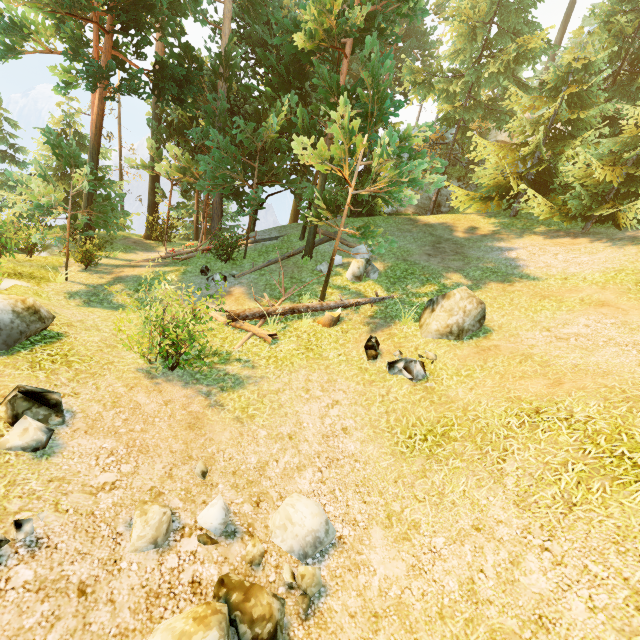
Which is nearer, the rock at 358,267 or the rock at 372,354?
the rock at 372,354

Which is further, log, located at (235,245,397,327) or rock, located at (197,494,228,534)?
log, located at (235,245,397,327)

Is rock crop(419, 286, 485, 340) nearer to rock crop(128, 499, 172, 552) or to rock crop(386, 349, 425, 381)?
rock crop(386, 349, 425, 381)

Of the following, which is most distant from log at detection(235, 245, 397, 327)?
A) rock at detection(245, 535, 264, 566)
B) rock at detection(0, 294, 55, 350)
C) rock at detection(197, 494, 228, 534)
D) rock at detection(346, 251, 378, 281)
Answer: rock at detection(245, 535, 264, 566)

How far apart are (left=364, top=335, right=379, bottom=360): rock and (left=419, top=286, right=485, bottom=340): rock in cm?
144

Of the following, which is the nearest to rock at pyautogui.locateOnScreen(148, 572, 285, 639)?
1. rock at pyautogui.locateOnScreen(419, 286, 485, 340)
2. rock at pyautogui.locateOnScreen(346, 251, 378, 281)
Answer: rock at pyautogui.locateOnScreen(419, 286, 485, 340)

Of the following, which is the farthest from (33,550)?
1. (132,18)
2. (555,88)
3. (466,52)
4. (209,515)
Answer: (466,52)

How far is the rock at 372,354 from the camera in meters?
9.2
